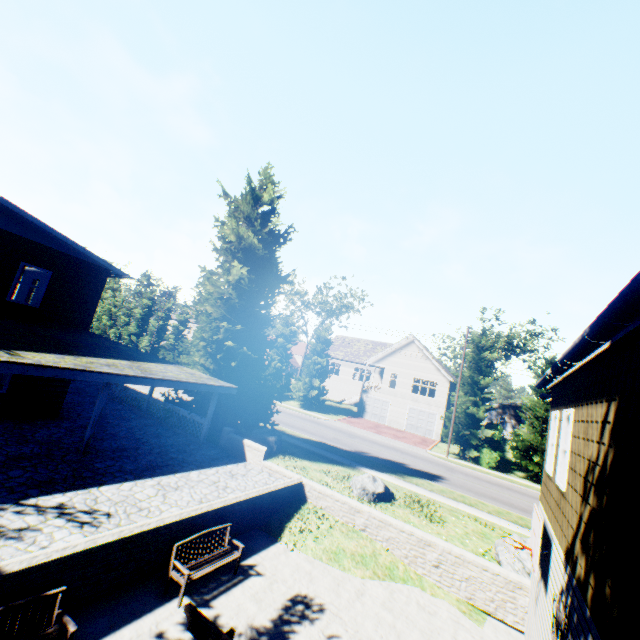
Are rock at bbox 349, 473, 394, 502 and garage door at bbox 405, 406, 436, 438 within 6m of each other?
no

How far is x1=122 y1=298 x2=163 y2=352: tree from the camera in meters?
55.5 m

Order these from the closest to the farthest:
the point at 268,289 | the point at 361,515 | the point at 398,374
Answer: the point at 361,515 < the point at 268,289 < the point at 398,374

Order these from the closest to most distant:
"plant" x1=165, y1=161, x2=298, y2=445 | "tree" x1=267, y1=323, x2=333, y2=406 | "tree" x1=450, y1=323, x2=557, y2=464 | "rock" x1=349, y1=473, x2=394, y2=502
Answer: "rock" x1=349, y1=473, x2=394, y2=502, "plant" x1=165, y1=161, x2=298, y2=445, "tree" x1=450, y1=323, x2=557, y2=464, "tree" x1=267, y1=323, x2=333, y2=406

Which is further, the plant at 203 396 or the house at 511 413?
→ the house at 511 413

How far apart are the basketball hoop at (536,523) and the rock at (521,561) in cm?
364

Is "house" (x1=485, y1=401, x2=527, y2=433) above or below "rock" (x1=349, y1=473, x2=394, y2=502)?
above

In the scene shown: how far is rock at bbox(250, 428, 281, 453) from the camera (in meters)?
16.77
